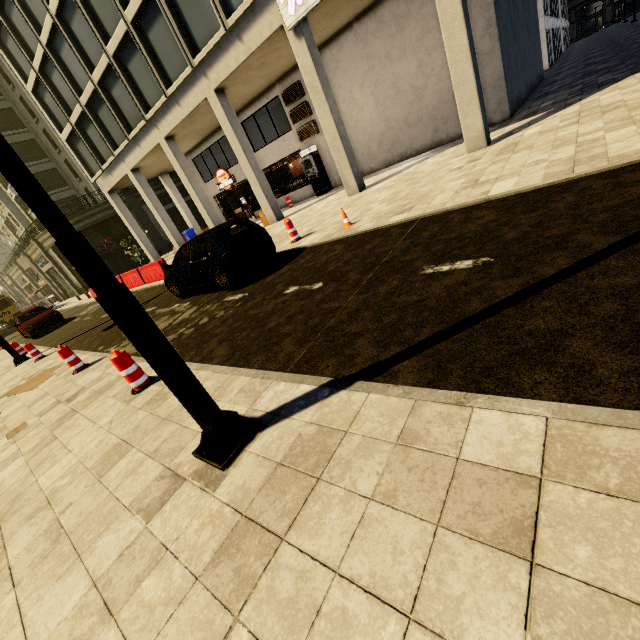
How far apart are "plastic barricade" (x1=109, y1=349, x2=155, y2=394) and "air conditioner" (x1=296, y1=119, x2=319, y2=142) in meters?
16.1

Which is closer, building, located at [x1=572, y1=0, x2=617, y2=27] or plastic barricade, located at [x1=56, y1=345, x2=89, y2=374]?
plastic barricade, located at [x1=56, y1=345, x2=89, y2=374]

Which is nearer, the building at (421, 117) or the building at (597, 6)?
the building at (421, 117)

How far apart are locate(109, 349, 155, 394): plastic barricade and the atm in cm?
1534

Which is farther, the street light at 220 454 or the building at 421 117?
the building at 421 117

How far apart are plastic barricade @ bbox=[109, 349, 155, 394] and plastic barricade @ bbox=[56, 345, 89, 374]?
3.5 meters

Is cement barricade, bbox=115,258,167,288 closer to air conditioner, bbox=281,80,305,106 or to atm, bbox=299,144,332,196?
atm, bbox=299,144,332,196

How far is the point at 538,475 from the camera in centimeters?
168cm
